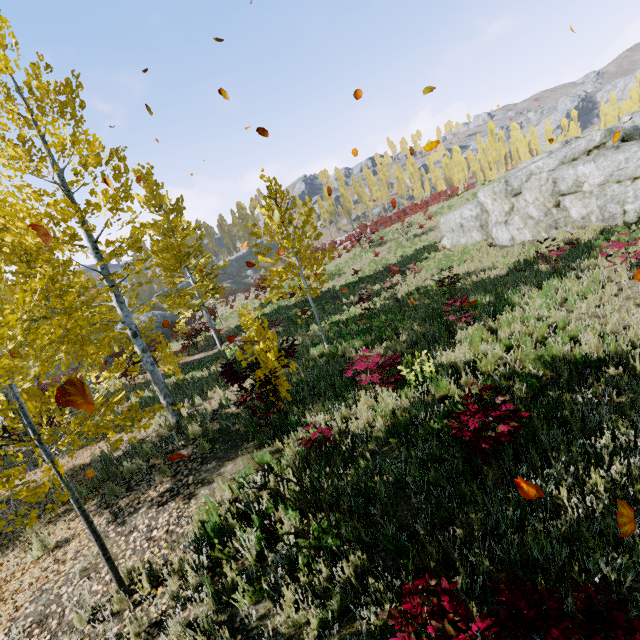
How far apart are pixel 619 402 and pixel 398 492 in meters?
3.8 m

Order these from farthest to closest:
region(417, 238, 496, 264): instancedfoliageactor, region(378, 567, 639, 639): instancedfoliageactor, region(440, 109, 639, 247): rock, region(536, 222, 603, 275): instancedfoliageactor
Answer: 1. region(417, 238, 496, 264): instancedfoliageactor
2. region(440, 109, 639, 247): rock
3. region(536, 222, 603, 275): instancedfoliageactor
4. region(378, 567, 639, 639): instancedfoliageactor

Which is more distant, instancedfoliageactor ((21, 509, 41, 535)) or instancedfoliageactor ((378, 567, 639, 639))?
instancedfoliageactor ((21, 509, 41, 535))

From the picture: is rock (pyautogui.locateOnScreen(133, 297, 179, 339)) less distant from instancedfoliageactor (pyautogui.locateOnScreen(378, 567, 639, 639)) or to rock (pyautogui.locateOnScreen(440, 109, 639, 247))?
instancedfoliageactor (pyautogui.locateOnScreen(378, 567, 639, 639))

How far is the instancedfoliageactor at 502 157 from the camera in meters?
Result: 59.0

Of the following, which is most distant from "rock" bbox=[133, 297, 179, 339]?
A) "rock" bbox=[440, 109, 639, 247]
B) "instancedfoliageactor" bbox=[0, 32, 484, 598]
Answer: "rock" bbox=[440, 109, 639, 247]

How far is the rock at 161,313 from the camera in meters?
36.8
